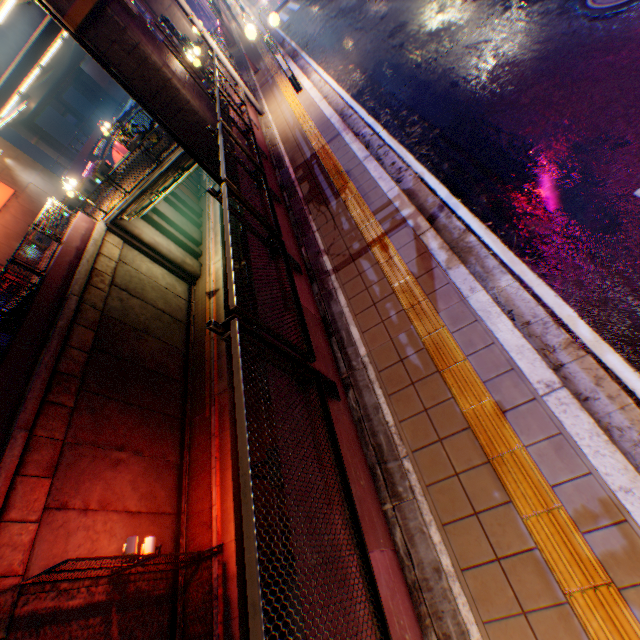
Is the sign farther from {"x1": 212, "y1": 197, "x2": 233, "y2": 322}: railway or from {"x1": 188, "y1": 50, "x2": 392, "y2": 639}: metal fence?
{"x1": 212, "y1": 197, "x2": 233, "y2": 322}: railway

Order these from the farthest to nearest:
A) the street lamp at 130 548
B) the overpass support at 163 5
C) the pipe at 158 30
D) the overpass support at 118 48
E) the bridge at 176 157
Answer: the overpass support at 163 5 → the bridge at 176 157 → the pipe at 158 30 → the overpass support at 118 48 → the street lamp at 130 548

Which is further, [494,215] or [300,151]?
[300,151]

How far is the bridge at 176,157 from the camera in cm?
1618

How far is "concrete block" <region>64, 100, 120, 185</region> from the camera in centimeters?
3568cm

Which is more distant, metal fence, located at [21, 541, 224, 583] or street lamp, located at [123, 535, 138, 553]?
street lamp, located at [123, 535, 138, 553]

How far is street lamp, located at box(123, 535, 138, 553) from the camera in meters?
8.7

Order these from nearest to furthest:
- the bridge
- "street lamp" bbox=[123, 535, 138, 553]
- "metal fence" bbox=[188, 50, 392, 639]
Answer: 1. "metal fence" bbox=[188, 50, 392, 639]
2. "street lamp" bbox=[123, 535, 138, 553]
3. the bridge
